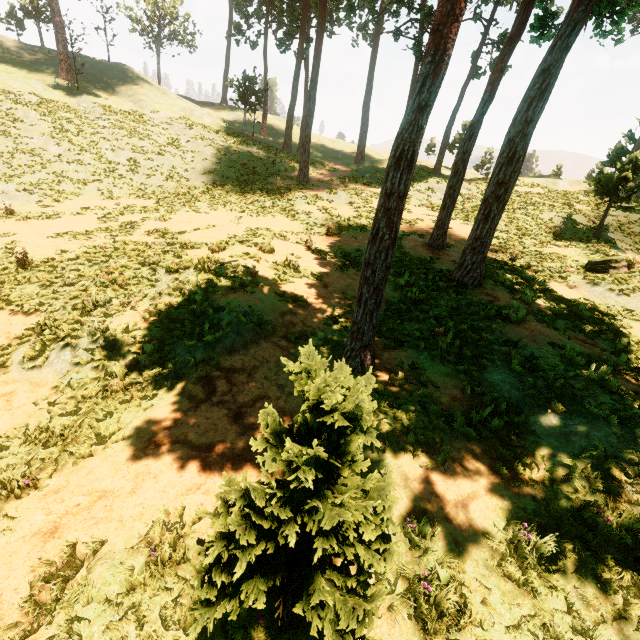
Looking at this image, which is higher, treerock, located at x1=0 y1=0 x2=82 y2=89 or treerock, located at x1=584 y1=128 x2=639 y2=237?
treerock, located at x1=0 y1=0 x2=82 y2=89

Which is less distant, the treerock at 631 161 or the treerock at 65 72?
the treerock at 631 161

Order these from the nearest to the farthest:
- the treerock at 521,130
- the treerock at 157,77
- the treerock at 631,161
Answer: the treerock at 521,130, the treerock at 631,161, the treerock at 157,77

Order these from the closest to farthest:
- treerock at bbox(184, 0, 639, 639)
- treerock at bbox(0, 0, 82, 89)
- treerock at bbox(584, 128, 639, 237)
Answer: treerock at bbox(184, 0, 639, 639) < treerock at bbox(584, 128, 639, 237) < treerock at bbox(0, 0, 82, 89)

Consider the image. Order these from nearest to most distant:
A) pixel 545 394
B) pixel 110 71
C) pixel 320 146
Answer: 1. pixel 545 394
2. pixel 110 71
3. pixel 320 146

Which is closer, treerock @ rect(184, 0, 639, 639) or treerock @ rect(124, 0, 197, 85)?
treerock @ rect(184, 0, 639, 639)

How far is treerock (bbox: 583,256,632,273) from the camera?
14.0 meters
